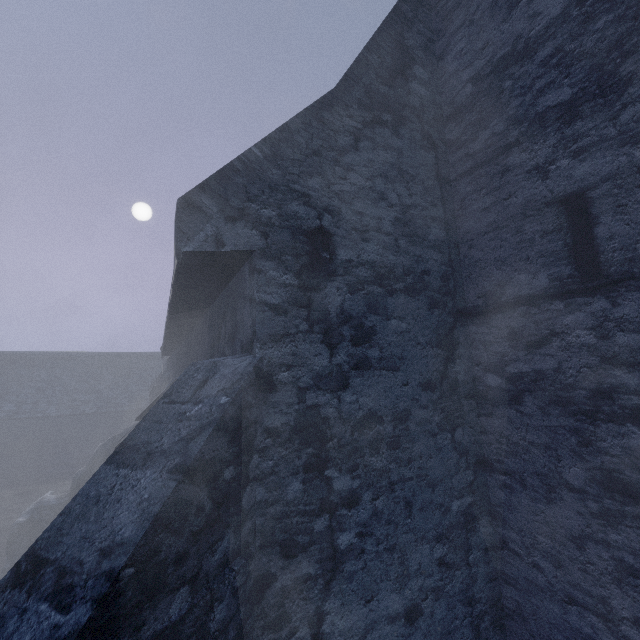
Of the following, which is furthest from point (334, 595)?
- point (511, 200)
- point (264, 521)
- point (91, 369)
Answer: point (91, 369)
